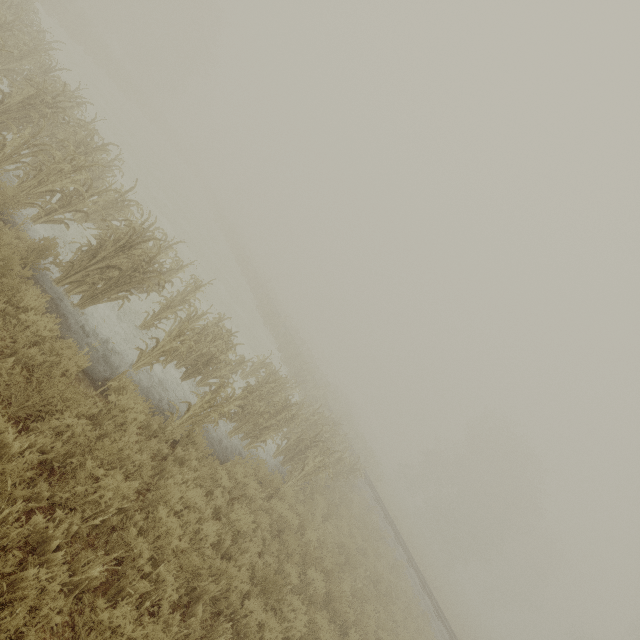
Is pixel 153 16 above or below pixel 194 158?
above
